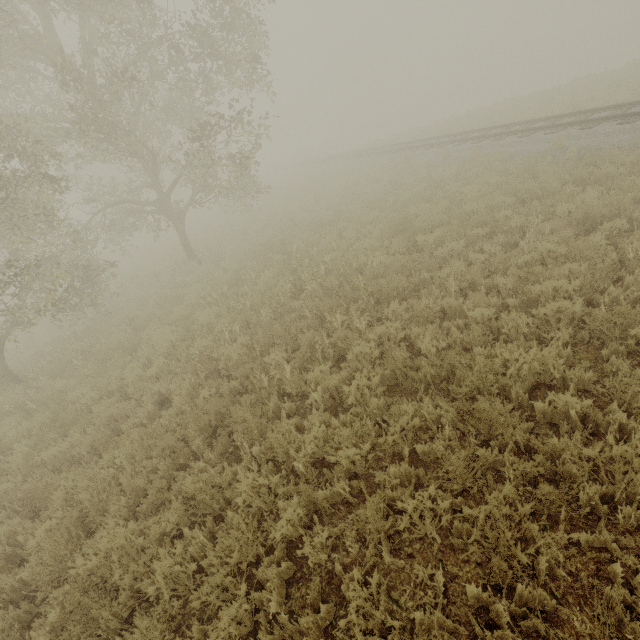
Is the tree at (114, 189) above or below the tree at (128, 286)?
above

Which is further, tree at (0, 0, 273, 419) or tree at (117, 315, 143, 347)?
tree at (117, 315, 143, 347)

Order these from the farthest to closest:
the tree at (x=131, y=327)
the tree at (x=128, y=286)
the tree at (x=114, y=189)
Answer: the tree at (x=128, y=286), the tree at (x=131, y=327), the tree at (x=114, y=189)

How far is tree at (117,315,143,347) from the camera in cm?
994

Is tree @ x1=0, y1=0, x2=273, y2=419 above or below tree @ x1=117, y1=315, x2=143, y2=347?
above

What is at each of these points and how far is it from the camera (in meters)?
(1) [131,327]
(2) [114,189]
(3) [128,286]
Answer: (1) tree, 10.25
(2) tree, 17.06
(3) tree, 16.16

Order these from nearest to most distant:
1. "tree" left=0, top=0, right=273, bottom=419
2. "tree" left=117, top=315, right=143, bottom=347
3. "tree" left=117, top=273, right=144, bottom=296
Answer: "tree" left=0, top=0, right=273, bottom=419, "tree" left=117, top=315, right=143, bottom=347, "tree" left=117, top=273, right=144, bottom=296
